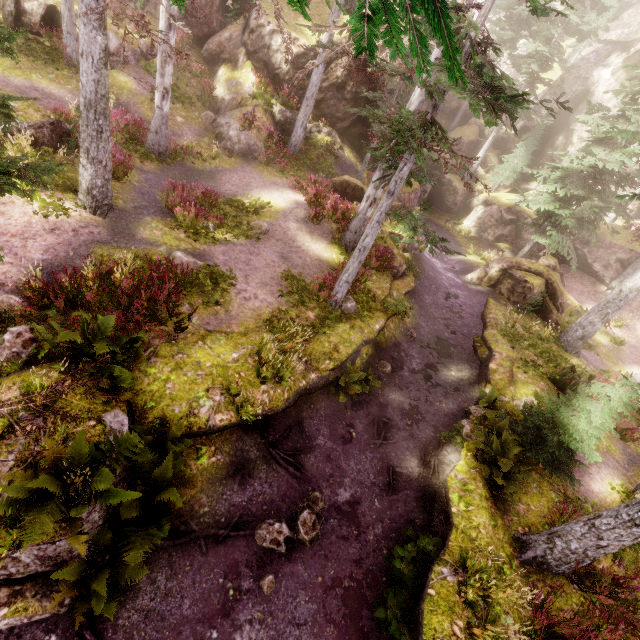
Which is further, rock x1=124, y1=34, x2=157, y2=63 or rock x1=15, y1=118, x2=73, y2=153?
rock x1=124, y1=34, x2=157, y2=63

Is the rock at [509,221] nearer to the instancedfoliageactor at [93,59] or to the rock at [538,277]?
the instancedfoliageactor at [93,59]

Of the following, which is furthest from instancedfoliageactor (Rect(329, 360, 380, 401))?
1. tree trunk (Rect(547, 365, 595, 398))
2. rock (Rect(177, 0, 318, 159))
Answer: tree trunk (Rect(547, 365, 595, 398))

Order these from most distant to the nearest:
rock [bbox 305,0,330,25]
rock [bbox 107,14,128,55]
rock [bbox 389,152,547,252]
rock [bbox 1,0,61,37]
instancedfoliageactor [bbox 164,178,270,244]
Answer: rock [bbox 389,152,547,252] < rock [bbox 305,0,330,25] < rock [bbox 107,14,128,55] < rock [bbox 1,0,61,37] < instancedfoliageactor [bbox 164,178,270,244]

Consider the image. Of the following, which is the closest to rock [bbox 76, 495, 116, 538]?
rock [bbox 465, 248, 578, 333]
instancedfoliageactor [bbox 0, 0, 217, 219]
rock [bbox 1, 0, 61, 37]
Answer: instancedfoliageactor [bbox 0, 0, 217, 219]

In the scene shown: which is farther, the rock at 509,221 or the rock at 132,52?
the rock at 509,221

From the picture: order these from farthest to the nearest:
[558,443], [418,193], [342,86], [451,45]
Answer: [418,193] < [342,86] < [558,443] < [451,45]

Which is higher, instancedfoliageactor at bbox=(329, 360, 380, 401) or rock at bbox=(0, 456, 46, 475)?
rock at bbox=(0, 456, 46, 475)
